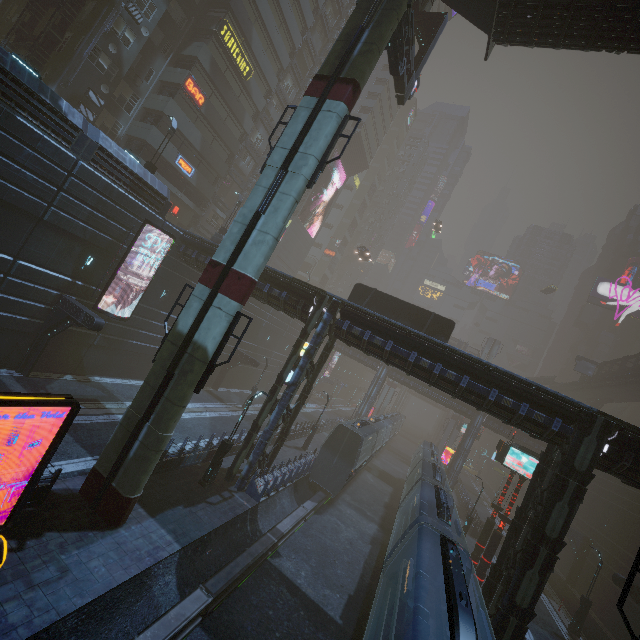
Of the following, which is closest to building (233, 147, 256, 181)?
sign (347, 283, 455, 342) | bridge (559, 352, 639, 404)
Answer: sign (347, 283, 455, 342)

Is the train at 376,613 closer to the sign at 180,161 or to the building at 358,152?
the building at 358,152

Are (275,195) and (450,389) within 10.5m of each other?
no

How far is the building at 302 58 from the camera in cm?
4298

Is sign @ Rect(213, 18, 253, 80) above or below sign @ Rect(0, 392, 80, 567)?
above

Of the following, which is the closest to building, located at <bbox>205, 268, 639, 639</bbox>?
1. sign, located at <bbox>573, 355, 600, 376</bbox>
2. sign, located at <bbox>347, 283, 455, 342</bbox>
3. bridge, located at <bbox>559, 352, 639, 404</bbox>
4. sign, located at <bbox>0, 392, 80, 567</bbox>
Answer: sign, located at <bbox>347, 283, 455, 342</bbox>

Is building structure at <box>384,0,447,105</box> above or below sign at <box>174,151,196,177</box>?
above

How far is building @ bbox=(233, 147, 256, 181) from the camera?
41.3m
